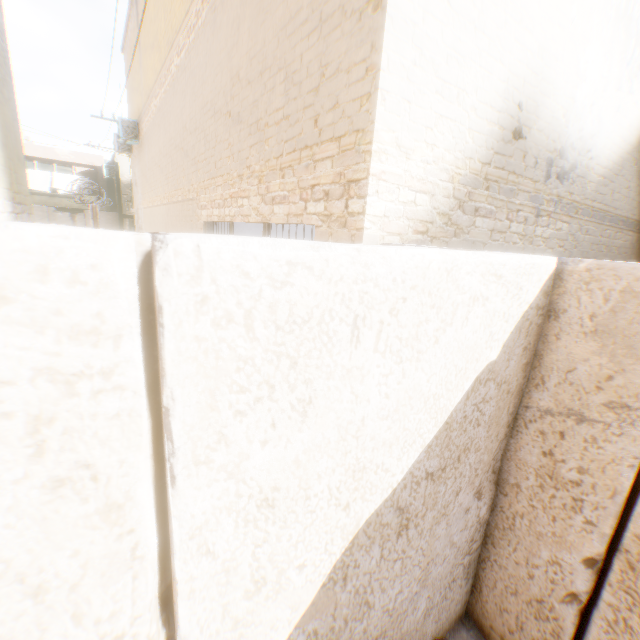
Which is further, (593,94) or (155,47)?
(155,47)

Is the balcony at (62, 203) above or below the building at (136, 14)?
below

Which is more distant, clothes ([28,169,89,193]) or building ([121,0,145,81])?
clothes ([28,169,89,193])

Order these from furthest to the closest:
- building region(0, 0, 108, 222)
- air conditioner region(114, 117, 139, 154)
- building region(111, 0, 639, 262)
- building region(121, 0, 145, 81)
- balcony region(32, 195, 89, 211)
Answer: balcony region(32, 195, 89, 211)
air conditioner region(114, 117, 139, 154)
building region(121, 0, 145, 81)
building region(0, 0, 108, 222)
building region(111, 0, 639, 262)

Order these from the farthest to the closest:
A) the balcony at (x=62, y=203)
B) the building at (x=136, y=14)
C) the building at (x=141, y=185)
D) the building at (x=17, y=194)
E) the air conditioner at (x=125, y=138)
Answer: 1. the balcony at (x=62, y=203)
2. the air conditioner at (x=125, y=138)
3. the building at (x=136, y=14)
4. the building at (x=17, y=194)
5. the building at (x=141, y=185)

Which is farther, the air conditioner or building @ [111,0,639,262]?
the air conditioner

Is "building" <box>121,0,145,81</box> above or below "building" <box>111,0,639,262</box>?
above

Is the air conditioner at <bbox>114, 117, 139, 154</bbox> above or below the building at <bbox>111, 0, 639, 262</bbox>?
above
